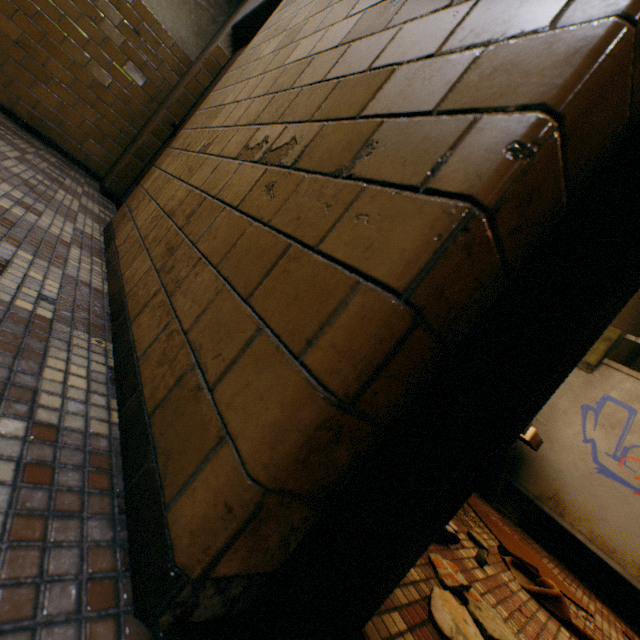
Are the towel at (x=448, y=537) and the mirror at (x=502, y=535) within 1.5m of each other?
yes

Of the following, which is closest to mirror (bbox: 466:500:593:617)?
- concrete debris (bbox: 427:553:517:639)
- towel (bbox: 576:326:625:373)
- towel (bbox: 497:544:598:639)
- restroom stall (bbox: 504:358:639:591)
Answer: towel (bbox: 497:544:598:639)

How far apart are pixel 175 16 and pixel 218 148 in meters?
4.2 m

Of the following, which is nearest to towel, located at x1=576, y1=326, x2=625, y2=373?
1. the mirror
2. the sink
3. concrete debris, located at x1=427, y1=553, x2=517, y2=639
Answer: the sink

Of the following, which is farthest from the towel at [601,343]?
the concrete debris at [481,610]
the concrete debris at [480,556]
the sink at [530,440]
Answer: the concrete debris at [481,610]

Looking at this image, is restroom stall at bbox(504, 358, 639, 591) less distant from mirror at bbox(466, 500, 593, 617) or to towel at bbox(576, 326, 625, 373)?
towel at bbox(576, 326, 625, 373)

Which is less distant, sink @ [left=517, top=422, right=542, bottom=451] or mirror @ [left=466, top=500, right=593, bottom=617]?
mirror @ [left=466, top=500, right=593, bottom=617]

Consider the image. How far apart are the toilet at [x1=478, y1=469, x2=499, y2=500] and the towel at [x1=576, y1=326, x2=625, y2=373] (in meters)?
1.05
